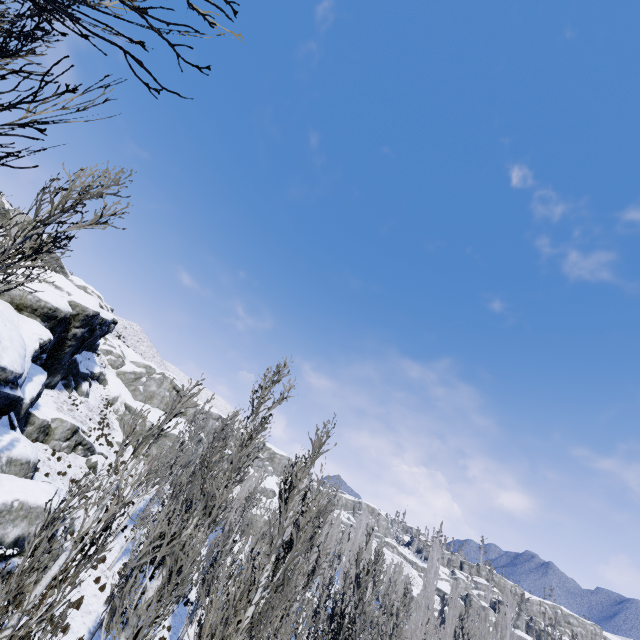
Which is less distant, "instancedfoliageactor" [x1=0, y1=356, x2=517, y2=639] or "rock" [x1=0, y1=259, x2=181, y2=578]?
"instancedfoliageactor" [x1=0, y1=356, x2=517, y2=639]

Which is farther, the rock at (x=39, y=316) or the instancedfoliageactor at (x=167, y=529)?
the rock at (x=39, y=316)

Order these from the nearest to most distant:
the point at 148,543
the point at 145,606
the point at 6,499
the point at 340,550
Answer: the point at 145,606 → the point at 148,543 → the point at 6,499 → the point at 340,550
